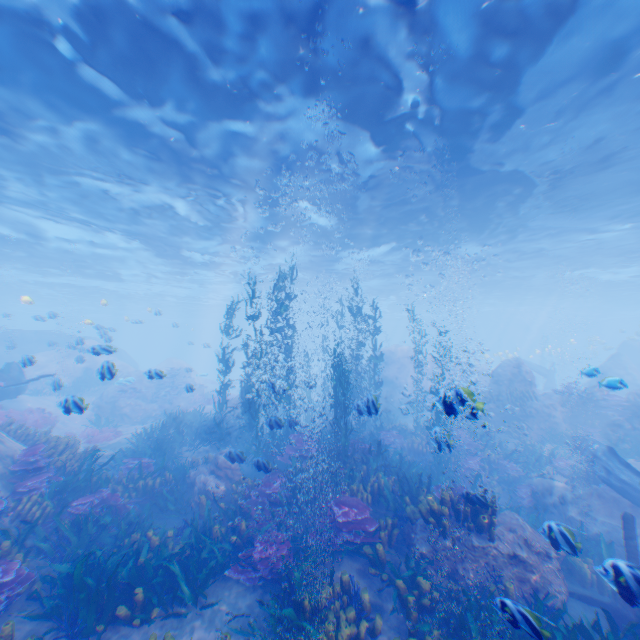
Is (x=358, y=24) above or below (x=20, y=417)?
above

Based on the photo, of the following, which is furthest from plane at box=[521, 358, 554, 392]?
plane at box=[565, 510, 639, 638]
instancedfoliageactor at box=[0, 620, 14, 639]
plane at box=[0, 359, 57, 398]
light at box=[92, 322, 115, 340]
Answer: instancedfoliageactor at box=[0, 620, 14, 639]

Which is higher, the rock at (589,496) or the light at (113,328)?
the light at (113,328)

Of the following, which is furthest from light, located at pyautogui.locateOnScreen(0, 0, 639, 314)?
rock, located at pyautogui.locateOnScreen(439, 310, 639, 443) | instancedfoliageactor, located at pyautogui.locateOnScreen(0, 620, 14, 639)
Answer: instancedfoliageactor, located at pyautogui.locateOnScreen(0, 620, 14, 639)

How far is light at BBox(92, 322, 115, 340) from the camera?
17.9m

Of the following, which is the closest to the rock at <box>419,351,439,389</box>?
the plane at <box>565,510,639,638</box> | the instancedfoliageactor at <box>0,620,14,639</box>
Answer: the plane at <box>565,510,639,638</box>

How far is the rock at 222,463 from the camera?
9.98m

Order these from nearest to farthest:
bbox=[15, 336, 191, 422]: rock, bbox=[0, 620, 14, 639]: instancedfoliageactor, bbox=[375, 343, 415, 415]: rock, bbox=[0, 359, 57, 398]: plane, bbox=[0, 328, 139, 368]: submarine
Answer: bbox=[0, 620, 14, 639]: instancedfoliageactor < bbox=[15, 336, 191, 422]: rock < bbox=[0, 359, 57, 398]: plane < bbox=[0, 328, 139, 368]: submarine < bbox=[375, 343, 415, 415]: rock
